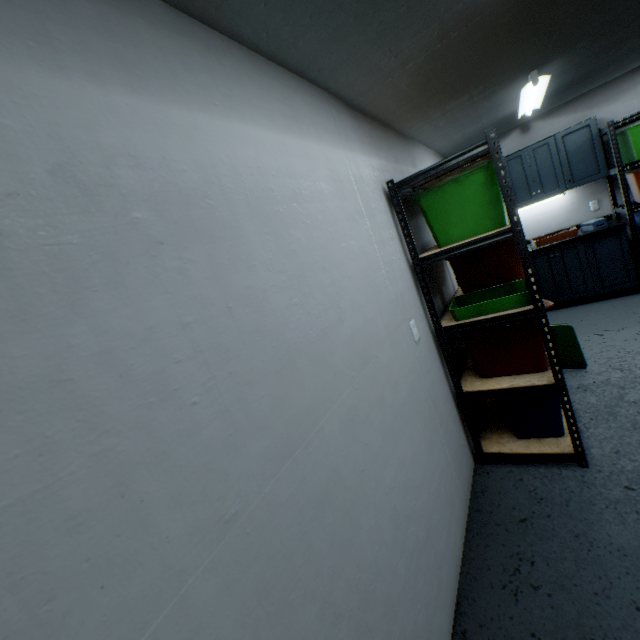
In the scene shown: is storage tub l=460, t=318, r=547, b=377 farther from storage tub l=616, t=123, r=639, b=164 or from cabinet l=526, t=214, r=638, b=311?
storage tub l=616, t=123, r=639, b=164

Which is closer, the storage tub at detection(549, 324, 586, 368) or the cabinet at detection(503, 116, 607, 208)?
the storage tub at detection(549, 324, 586, 368)

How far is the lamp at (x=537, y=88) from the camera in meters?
2.5

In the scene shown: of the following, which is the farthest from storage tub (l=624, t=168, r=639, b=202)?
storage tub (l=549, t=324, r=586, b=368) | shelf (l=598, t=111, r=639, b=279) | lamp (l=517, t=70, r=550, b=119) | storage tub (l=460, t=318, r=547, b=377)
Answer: storage tub (l=460, t=318, r=547, b=377)

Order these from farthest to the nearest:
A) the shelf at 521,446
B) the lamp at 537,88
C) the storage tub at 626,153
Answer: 1. the storage tub at 626,153
2. the lamp at 537,88
3. the shelf at 521,446

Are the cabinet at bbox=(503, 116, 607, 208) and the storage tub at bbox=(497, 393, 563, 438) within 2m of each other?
no

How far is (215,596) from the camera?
0.6 meters

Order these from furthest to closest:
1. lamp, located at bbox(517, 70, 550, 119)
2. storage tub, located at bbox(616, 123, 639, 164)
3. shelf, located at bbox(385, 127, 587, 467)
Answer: storage tub, located at bbox(616, 123, 639, 164) < lamp, located at bbox(517, 70, 550, 119) < shelf, located at bbox(385, 127, 587, 467)
